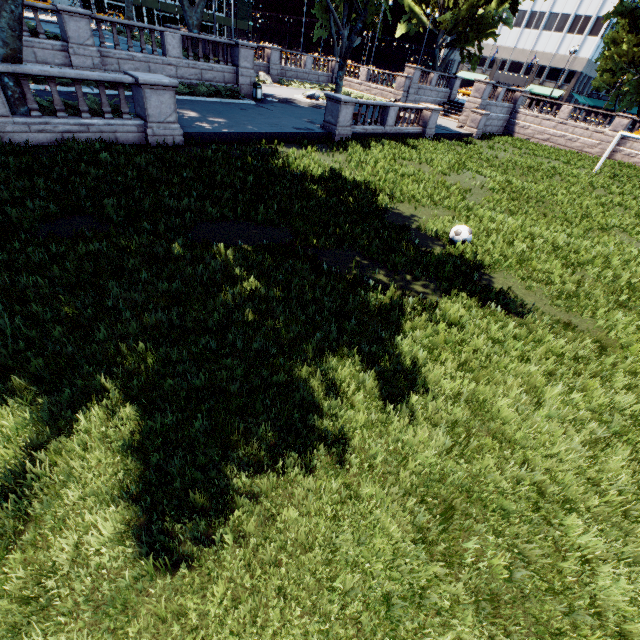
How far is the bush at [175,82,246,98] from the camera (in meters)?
19.98

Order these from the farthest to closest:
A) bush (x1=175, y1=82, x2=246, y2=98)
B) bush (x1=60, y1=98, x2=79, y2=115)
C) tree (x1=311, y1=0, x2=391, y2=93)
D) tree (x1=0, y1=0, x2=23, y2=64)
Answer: tree (x1=311, y1=0, x2=391, y2=93) < bush (x1=175, y1=82, x2=246, y2=98) < bush (x1=60, y1=98, x2=79, y2=115) < tree (x1=0, y1=0, x2=23, y2=64)

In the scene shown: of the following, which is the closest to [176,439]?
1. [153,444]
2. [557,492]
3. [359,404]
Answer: [153,444]

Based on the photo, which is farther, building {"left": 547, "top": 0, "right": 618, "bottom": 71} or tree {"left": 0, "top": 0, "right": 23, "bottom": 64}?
building {"left": 547, "top": 0, "right": 618, "bottom": 71}

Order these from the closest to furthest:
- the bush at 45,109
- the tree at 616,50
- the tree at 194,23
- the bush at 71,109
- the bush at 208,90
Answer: the bush at 45,109
the bush at 71,109
the bush at 208,90
the tree at 194,23
the tree at 616,50

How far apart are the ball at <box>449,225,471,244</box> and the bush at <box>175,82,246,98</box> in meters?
19.0 m

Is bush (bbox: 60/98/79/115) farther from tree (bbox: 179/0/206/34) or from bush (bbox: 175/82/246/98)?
bush (bbox: 175/82/246/98)

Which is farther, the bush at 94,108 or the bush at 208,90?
the bush at 208,90
